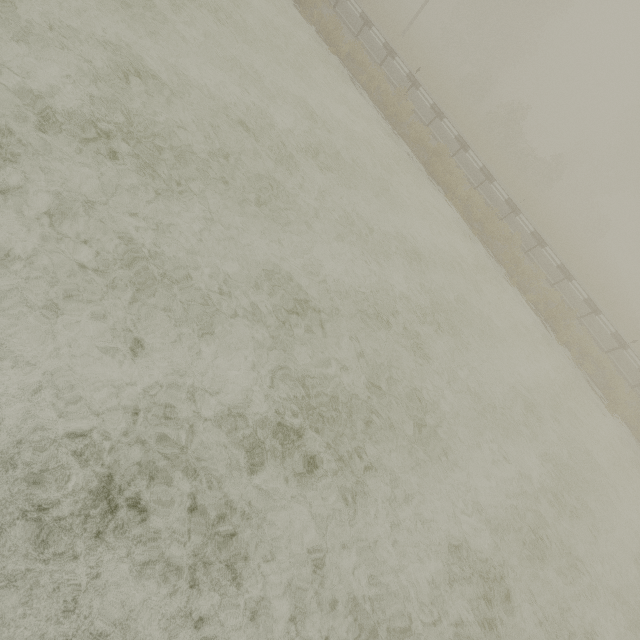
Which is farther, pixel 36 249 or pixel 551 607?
pixel 551 607
